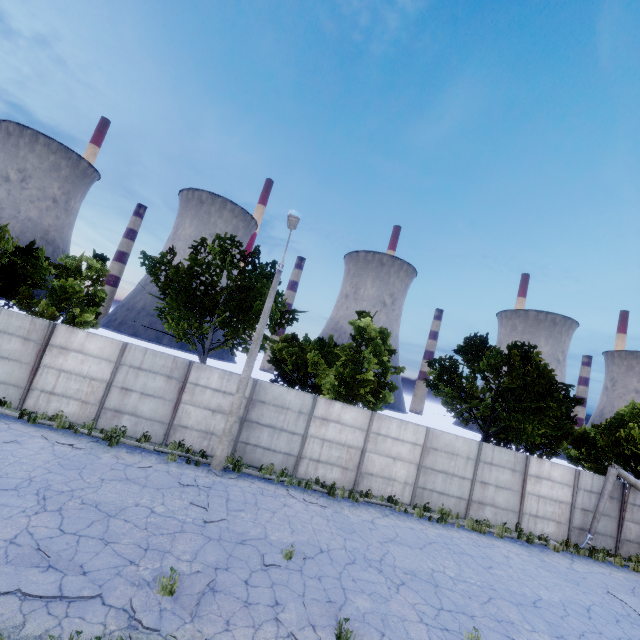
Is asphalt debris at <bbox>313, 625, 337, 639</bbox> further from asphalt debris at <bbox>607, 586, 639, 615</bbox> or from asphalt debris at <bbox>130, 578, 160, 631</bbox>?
asphalt debris at <bbox>607, 586, 639, 615</bbox>

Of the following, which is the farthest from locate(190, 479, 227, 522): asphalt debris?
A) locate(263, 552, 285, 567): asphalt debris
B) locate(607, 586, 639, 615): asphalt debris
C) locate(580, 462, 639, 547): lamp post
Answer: locate(580, 462, 639, 547): lamp post

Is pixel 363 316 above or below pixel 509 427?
above

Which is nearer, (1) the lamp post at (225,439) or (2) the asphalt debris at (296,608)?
(2) the asphalt debris at (296,608)

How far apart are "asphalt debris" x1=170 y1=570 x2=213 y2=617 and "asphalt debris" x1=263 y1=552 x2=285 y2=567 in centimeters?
155cm

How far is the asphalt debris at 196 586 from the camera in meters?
6.0 m

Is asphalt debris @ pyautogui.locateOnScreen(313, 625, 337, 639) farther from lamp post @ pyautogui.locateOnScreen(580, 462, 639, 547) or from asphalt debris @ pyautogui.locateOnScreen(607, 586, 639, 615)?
lamp post @ pyautogui.locateOnScreen(580, 462, 639, 547)

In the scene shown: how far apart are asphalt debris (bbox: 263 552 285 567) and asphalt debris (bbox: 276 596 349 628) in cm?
108
